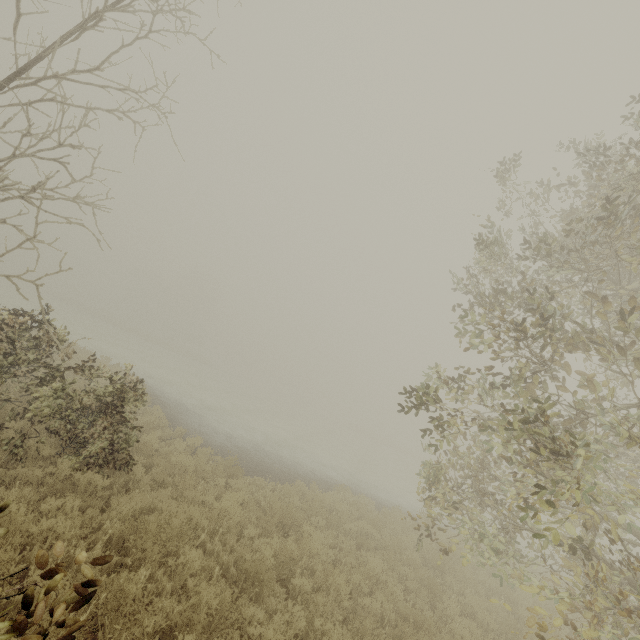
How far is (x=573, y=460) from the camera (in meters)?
4.77
